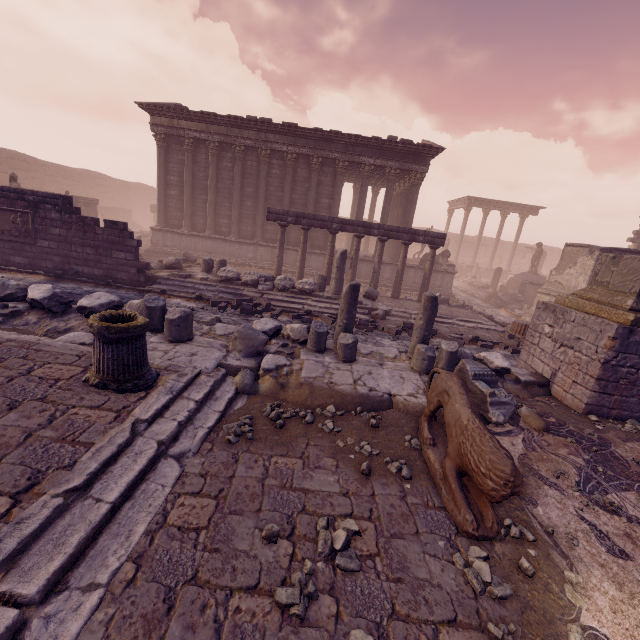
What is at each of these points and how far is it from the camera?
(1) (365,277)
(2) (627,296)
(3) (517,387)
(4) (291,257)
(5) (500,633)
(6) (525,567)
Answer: (1) building, 18.9 meters
(2) pedestal, 6.2 meters
(3) building debris, 6.9 meters
(4) building, 18.8 meters
(5) stone, 2.3 meters
(6) stone, 2.8 meters

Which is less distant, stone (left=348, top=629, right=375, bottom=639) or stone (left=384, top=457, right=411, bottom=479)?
stone (left=348, top=629, right=375, bottom=639)

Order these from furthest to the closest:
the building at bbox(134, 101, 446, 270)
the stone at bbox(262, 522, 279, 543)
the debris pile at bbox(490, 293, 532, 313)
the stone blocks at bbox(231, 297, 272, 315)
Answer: the debris pile at bbox(490, 293, 532, 313) < the building at bbox(134, 101, 446, 270) < the stone blocks at bbox(231, 297, 272, 315) < the stone at bbox(262, 522, 279, 543)

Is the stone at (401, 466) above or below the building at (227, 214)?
below

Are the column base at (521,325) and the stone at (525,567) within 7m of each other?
no

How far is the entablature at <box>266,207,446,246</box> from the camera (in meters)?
13.52

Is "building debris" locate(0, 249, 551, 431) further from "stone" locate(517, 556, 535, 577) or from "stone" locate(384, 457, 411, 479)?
"stone" locate(517, 556, 535, 577)

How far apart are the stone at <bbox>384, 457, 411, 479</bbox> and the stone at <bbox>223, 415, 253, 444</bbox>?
1.68m
